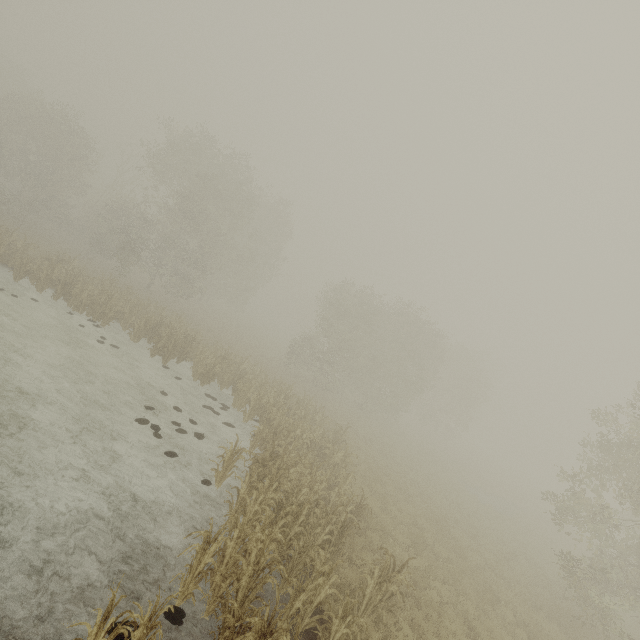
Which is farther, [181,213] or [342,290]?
[342,290]
